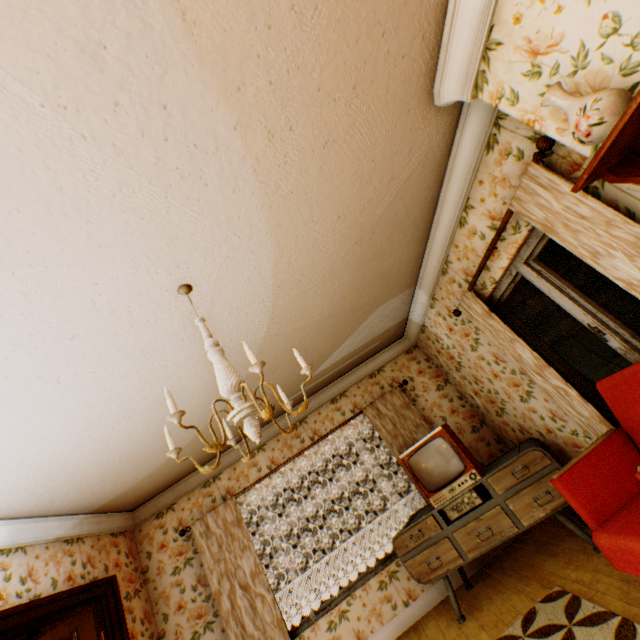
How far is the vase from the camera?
1.3m

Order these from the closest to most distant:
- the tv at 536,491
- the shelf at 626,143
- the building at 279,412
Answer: the shelf at 626,143, the tv at 536,491, the building at 279,412

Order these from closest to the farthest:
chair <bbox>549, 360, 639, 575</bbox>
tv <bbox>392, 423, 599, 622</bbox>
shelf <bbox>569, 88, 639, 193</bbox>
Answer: shelf <bbox>569, 88, 639, 193</bbox> → chair <bbox>549, 360, 639, 575</bbox> → tv <bbox>392, 423, 599, 622</bbox>

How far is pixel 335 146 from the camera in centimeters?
206cm

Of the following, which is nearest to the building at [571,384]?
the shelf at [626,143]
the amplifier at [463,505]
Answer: the shelf at [626,143]

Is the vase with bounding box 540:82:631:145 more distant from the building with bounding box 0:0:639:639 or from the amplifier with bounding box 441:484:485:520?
the amplifier with bounding box 441:484:485:520

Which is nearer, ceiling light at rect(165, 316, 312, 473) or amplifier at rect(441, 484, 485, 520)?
ceiling light at rect(165, 316, 312, 473)

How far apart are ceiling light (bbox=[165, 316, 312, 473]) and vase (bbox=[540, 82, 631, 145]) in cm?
171
